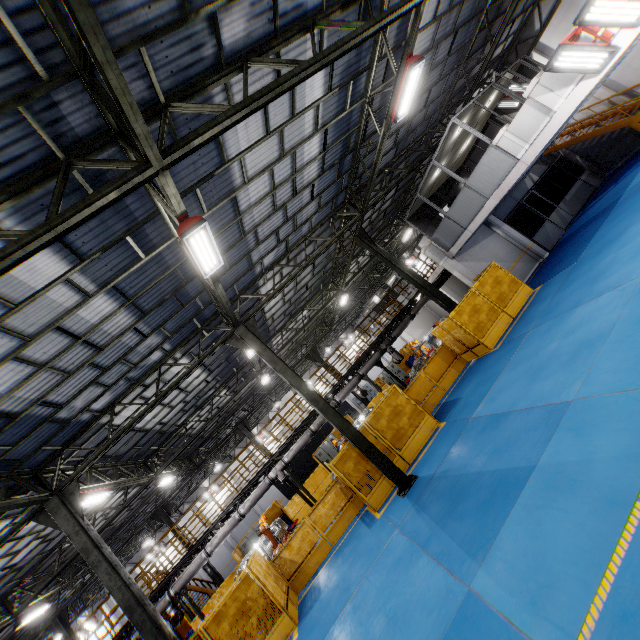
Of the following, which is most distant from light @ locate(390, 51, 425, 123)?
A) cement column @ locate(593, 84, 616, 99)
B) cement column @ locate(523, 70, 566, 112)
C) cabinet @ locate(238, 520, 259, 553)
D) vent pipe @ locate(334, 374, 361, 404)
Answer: cabinet @ locate(238, 520, 259, 553)

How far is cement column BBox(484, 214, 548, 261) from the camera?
17.81m

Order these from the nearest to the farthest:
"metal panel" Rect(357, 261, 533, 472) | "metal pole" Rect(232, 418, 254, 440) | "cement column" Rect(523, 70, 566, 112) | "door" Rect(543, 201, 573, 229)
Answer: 1. "cement column" Rect(523, 70, 566, 112)
2. "metal panel" Rect(357, 261, 533, 472)
3. "door" Rect(543, 201, 573, 229)
4. "metal pole" Rect(232, 418, 254, 440)

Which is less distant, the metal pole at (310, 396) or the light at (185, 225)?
the light at (185, 225)

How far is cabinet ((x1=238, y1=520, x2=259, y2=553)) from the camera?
22.38m

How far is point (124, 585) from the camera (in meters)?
8.97

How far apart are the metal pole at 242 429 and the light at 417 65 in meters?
22.3 m

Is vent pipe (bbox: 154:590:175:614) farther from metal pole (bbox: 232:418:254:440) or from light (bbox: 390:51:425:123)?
light (bbox: 390:51:425:123)
